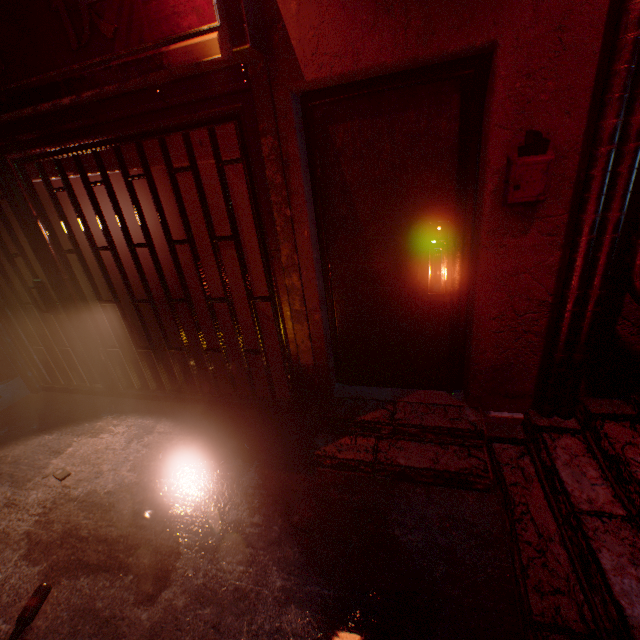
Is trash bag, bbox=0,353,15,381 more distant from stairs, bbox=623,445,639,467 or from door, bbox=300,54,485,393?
stairs, bbox=623,445,639,467

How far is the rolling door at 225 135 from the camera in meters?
2.1

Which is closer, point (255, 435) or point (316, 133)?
point (316, 133)

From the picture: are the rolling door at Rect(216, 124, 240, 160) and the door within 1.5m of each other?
yes

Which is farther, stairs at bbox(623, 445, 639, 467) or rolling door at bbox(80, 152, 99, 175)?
rolling door at bbox(80, 152, 99, 175)

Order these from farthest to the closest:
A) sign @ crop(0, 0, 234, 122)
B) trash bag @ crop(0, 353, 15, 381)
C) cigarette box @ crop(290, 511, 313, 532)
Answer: trash bag @ crop(0, 353, 15, 381) → cigarette box @ crop(290, 511, 313, 532) → sign @ crop(0, 0, 234, 122)

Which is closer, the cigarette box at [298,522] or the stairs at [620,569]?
the stairs at [620,569]

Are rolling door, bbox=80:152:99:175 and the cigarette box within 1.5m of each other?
no
